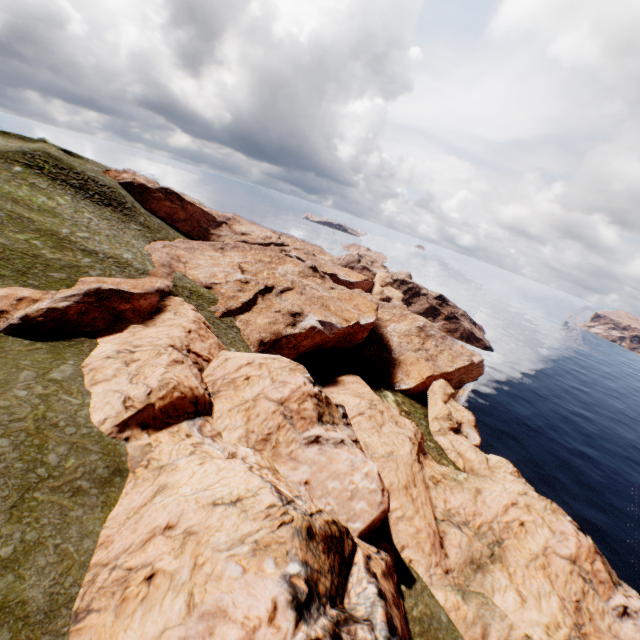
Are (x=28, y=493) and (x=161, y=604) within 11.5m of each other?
yes
